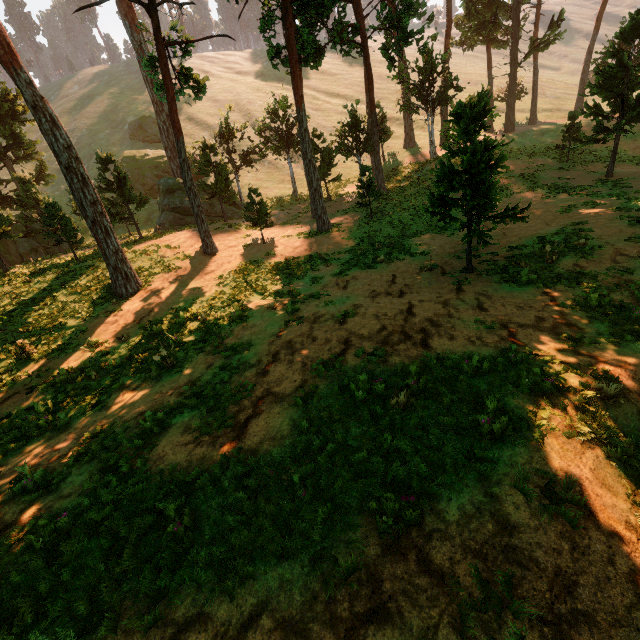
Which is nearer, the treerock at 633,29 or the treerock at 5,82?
the treerock at 5,82

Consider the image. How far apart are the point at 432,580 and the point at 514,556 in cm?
102

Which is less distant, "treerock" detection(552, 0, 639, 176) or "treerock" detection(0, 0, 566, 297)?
"treerock" detection(0, 0, 566, 297)
